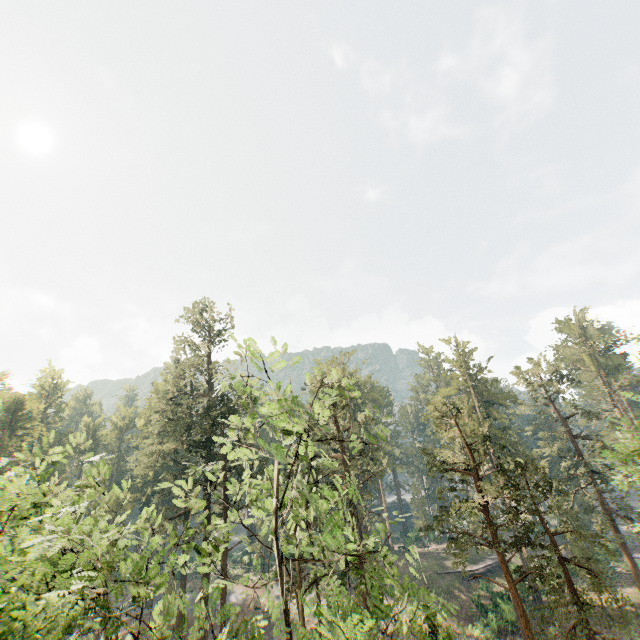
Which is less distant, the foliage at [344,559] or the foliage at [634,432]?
the foliage at [344,559]

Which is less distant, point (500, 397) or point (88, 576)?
point (88, 576)

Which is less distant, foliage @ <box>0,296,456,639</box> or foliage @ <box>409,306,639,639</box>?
foliage @ <box>0,296,456,639</box>
